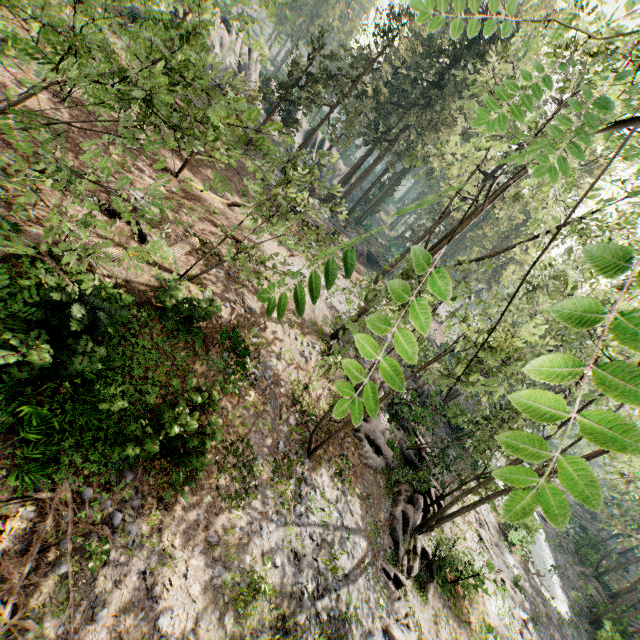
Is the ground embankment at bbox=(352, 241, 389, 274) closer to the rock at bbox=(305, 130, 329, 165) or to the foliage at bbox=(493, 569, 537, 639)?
the foliage at bbox=(493, 569, 537, 639)

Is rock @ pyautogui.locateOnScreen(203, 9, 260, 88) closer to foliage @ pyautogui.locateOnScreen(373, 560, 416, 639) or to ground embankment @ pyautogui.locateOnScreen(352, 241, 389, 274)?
foliage @ pyautogui.locateOnScreen(373, 560, 416, 639)

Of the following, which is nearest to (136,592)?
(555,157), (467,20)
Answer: (555,157)

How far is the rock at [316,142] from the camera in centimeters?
4934cm

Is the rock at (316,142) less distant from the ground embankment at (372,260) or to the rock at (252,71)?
the rock at (252,71)

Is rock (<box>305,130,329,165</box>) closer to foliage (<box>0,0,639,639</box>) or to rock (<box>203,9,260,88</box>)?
rock (<box>203,9,260,88</box>)

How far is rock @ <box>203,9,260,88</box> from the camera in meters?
31.6

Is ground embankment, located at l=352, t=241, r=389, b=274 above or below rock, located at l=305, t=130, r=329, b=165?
below
